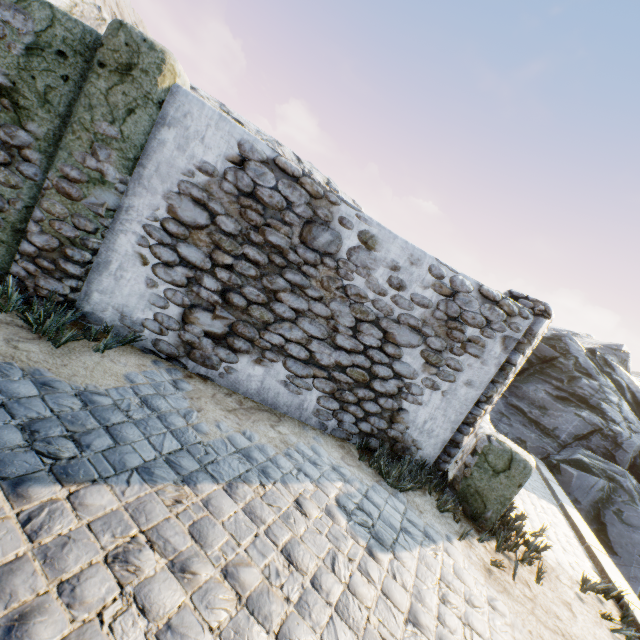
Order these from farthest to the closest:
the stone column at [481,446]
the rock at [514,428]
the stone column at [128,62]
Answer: the rock at [514,428], the stone column at [481,446], the stone column at [128,62]

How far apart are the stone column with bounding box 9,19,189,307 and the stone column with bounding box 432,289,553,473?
5.1m

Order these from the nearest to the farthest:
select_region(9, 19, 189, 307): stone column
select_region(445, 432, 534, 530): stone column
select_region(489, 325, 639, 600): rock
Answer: select_region(9, 19, 189, 307): stone column < select_region(445, 432, 534, 530): stone column < select_region(489, 325, 639, 600): rock

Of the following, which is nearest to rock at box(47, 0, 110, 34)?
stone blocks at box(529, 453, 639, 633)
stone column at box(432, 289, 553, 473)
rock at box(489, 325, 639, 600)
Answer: stone blocks at box(529, 453, 639, 633)

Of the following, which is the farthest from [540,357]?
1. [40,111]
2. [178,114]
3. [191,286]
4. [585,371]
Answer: [40,111]

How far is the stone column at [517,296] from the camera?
4.7 meters

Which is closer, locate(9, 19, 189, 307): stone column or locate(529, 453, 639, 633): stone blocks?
locate(9, 19, 189, 307): stone column

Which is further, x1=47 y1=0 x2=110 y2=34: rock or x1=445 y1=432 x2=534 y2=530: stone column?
x1=47 y1=0 x2=110 y2=34: rock
